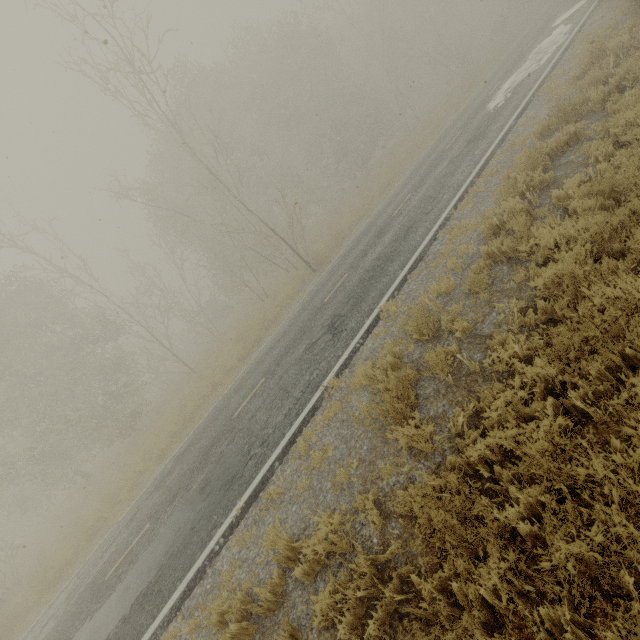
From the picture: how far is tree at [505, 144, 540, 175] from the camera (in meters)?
7.32

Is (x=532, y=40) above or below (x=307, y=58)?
below

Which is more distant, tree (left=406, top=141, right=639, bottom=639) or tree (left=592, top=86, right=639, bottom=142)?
tree (left=592, top=86, right=639, bottom=142)

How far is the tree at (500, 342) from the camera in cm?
421
